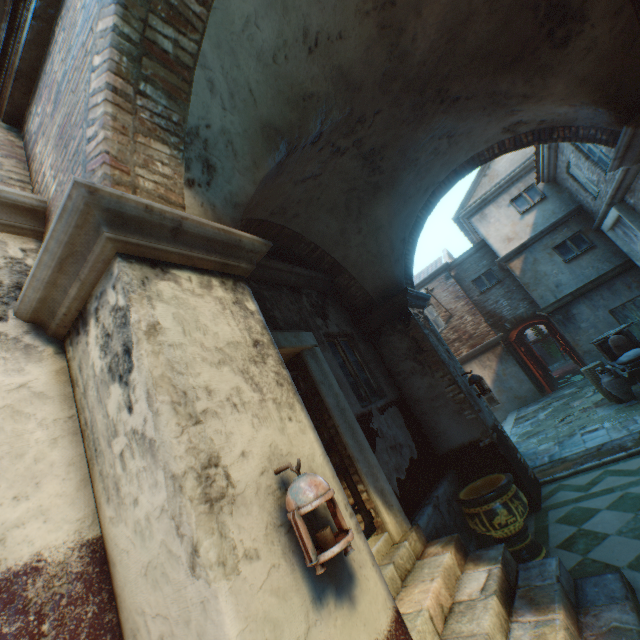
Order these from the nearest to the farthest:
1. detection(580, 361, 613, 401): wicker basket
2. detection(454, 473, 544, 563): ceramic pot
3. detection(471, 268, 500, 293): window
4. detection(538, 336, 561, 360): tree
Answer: detection(454, 473, 544, 563): ceramic pot → detection(580, 361, 613, 401): wicker basket → detection(471, 268, 500, 293): window → detection(538, 336, 561, 360): tree

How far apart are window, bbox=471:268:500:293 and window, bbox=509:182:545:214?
2.57m

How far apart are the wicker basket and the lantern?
9.1m

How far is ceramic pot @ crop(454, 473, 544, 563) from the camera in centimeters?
378cm

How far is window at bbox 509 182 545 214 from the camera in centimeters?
1239cm

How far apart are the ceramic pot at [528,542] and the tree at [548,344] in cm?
3604

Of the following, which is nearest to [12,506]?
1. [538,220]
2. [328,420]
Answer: [328,420]

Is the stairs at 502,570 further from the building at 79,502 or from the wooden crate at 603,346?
the wooden crate at 603,346
